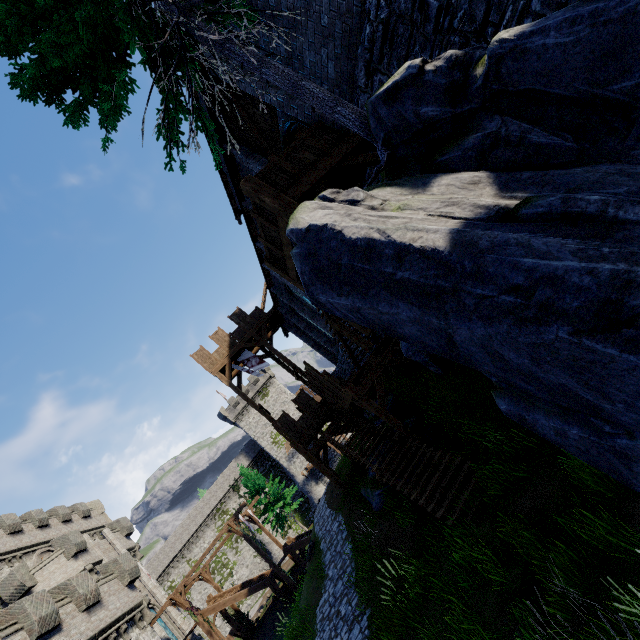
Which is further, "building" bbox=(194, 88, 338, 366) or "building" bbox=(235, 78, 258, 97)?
"building" bbox=(194, 88, 338, 366)

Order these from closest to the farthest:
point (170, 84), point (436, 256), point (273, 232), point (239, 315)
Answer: point (436, 256), point (170, 84), point (273, 232), point (239, 315)

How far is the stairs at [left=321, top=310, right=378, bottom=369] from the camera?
11.3 meters

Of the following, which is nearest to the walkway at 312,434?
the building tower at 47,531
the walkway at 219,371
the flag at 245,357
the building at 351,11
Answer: the building at 351,11

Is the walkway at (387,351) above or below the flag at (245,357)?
below

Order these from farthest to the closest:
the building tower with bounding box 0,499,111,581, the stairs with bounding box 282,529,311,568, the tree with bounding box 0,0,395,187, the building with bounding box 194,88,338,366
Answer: the stairs with bounding box 282,529,311,568 → the building tower with bounding box 0,499,111,581 → the building with bounding box 194,88,338,366 → the tree with bounding box 0,0,395,187

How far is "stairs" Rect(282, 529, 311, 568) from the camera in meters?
27.0 m

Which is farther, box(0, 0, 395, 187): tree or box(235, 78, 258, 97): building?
box(235, 78, 258, 97): building
